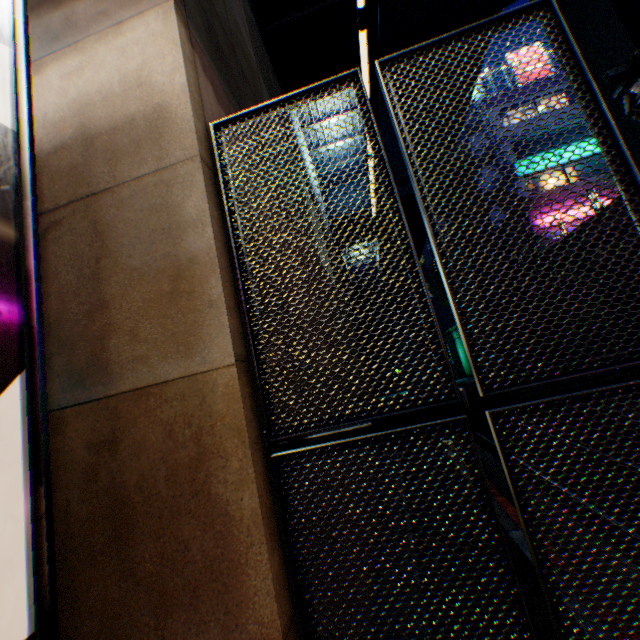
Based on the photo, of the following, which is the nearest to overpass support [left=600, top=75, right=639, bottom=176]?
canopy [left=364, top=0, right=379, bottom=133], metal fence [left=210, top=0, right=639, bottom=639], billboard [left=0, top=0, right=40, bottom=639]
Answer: metal fence [left=210, top=0, right=639, bottom=639]

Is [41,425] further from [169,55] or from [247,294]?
[169,55]

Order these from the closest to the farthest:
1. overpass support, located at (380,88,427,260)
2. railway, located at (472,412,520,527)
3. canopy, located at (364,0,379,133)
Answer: canopy, located at (364,0,379,133)
railway, located at (472,412,520,527)
overpass support, located at (380,88,427,260)

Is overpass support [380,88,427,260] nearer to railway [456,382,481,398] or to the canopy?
railway [456,382,481,398]

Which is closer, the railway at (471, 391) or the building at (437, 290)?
the railway at (471, 391)

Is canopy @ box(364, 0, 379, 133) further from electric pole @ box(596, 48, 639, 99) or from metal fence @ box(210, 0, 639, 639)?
electric pole @ box(596, 48, 639, 99)

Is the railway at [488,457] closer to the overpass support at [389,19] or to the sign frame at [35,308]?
the overpass support at [389,19]

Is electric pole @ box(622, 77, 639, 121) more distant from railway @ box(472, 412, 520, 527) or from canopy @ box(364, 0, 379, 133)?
canopy @ box(364, 0, 379, 133)
